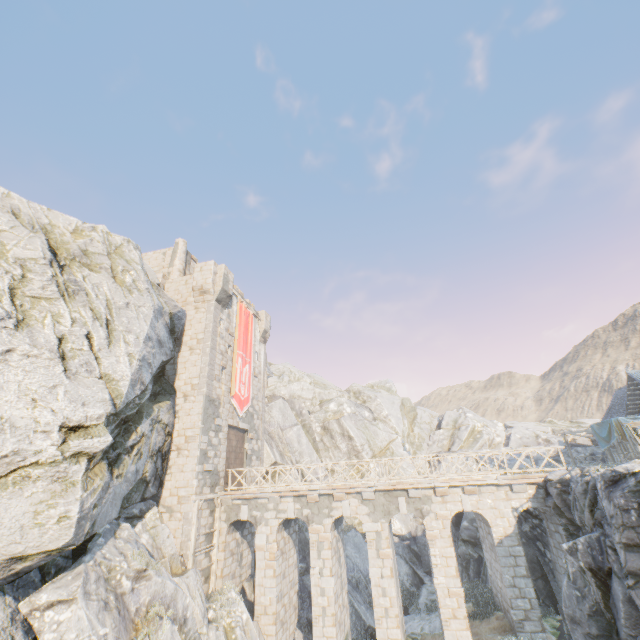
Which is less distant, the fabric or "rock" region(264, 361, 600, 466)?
the fabric

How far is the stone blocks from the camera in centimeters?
1562cm

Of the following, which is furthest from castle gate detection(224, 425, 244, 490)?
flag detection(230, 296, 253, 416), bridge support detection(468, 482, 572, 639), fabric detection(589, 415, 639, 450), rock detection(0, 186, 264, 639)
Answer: fabric detection(589, 415, 639, 450)

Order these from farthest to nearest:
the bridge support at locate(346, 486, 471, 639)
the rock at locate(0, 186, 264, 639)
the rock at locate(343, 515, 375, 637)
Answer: the rock at locate(343, 515, 375, 637) → the bridge support at locate(346, 486, 471, 639) → the rock at locate(0, 186, 264, 639)

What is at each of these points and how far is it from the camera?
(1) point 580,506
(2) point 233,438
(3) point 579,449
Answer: (1) rock, 12.33m
(2) castle gate, 21.92m
(3) rock, 31.64m

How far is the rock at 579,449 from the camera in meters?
30.3 m

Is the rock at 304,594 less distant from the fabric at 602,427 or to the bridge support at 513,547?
the bridge support at 513,547

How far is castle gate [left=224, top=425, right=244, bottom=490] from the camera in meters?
20.5
